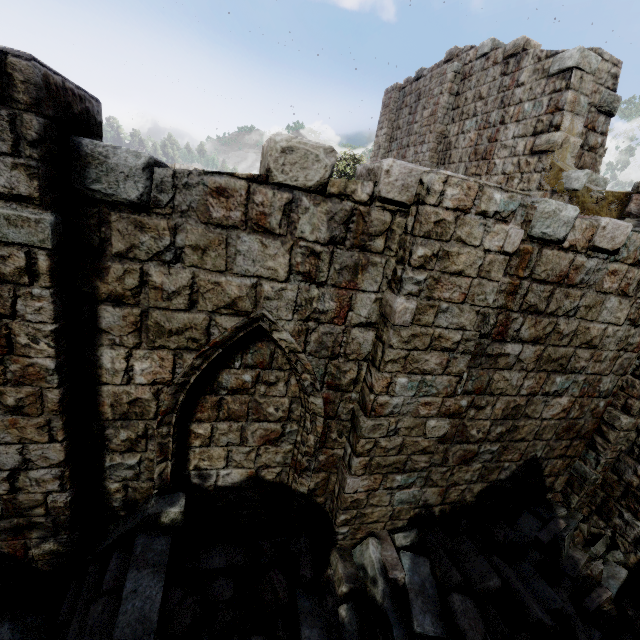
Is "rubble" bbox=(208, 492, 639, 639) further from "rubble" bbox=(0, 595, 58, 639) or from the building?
"rubble" bbox=(0, 595, 58, 639)

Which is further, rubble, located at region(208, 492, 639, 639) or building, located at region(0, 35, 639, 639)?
Answer: rubble, located at region(208, 492, 639, 639)

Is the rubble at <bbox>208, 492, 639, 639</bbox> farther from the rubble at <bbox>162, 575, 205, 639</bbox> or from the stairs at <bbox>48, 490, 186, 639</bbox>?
the rubble at <bbox>162, 575, 205, 639</bbox>

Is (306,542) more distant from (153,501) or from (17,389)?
(17,389)

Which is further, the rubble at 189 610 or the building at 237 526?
the rubble at 189 610

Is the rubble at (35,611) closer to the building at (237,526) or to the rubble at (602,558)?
the building at (237,526)

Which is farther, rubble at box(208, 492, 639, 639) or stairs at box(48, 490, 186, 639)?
rubble at box(208, 492, 639, 639)

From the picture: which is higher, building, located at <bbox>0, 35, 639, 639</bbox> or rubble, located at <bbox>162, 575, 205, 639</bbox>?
building, located at <bbox>0, 35, 639, 639</bbox>
